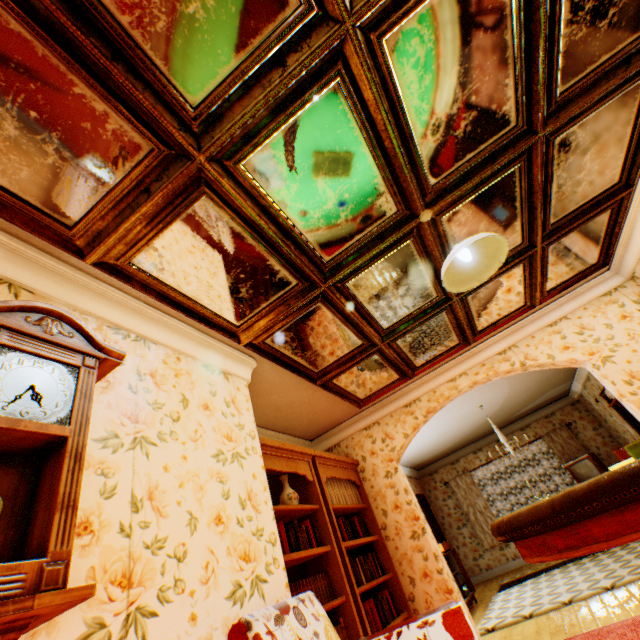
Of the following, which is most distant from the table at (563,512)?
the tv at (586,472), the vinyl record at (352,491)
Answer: the tv at (586,472)

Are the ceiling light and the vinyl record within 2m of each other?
no

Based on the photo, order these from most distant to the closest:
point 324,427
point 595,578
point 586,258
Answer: point 324,427
point 595,578
point 586,258

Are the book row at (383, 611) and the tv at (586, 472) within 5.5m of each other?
no

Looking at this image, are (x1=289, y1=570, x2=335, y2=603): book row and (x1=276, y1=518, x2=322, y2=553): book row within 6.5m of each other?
yes

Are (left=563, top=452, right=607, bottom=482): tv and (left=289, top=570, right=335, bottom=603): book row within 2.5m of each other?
no

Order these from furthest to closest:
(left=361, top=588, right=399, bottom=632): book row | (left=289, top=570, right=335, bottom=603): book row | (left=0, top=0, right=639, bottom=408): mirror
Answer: (left=361, top=588, right=399, bottom=632): book row
(left=289, top=570, right=335, bottom=603): book row
(left=0, top=0, right=639, bottom=408): mirror

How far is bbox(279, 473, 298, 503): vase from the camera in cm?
351
